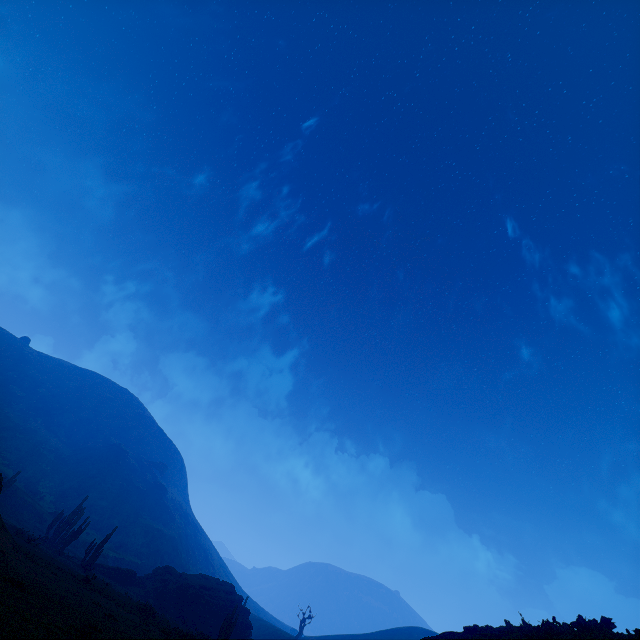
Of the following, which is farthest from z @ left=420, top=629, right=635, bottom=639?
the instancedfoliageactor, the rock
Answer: the rock

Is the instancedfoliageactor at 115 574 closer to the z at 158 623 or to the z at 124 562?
the z at 158 623

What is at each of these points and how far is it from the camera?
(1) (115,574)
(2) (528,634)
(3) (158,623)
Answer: (1) instancedfoliageactor, 36.3 meters
(2) z, 11.5 meters
(3) z, 19.4 meters

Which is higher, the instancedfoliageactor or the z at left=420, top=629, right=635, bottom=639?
the z at left=420, top=629, right=635, bottom=639

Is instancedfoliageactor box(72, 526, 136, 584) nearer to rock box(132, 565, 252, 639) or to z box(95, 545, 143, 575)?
rock box(132, 565, 252, 639)

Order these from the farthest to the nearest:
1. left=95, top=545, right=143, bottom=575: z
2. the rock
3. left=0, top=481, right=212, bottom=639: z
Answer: left=95, top=545, right=143, bottom=575: z
the rock
left=0, top=481, right=212, bottom=639: z

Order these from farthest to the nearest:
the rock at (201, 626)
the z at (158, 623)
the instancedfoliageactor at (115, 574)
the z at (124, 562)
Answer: the z at (124, 562), the rock at (201, 626), the instancedfoliageactor at (115, 574), the z at (158, 623)

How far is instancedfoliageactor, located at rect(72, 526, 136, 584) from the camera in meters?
30.8
